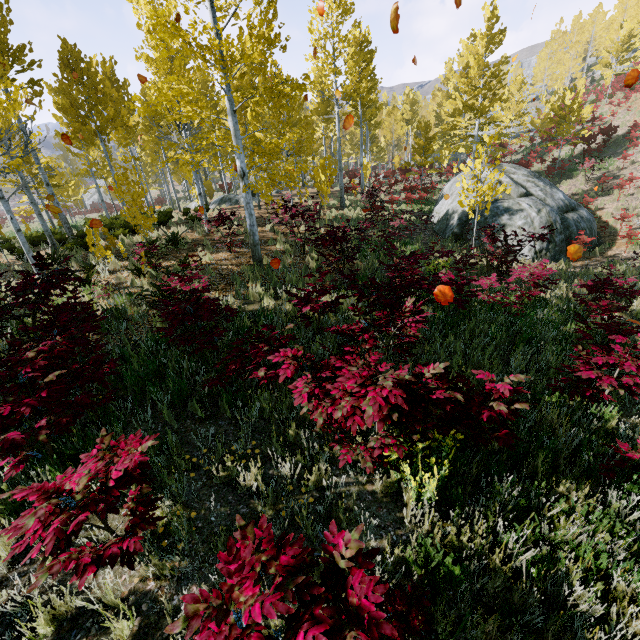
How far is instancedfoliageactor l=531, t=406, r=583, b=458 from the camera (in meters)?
3.51

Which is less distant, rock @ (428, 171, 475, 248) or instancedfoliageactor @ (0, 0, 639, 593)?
instancedfoliageactor @ (0, 0, 639, 593)

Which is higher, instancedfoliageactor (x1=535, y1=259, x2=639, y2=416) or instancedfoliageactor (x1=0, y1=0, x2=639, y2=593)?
instancedfoliageactor (x1=0, y1=0, x2=639, y2=593)

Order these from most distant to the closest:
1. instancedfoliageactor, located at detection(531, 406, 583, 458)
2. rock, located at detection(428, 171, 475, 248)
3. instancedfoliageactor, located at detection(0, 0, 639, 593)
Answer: rock, located at detection(428, 171, 475, 248), instancedfoliageactor, located at detection(531, 406, 583, 458), instancedfoliageactor, located at detection(0, 0, 639, 593)

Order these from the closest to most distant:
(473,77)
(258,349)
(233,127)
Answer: (258,349) → (233,127) → (473,77)

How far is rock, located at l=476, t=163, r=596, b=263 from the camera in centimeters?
1338cm

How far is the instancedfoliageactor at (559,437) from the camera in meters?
3.5

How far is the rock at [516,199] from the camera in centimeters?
1338cm
